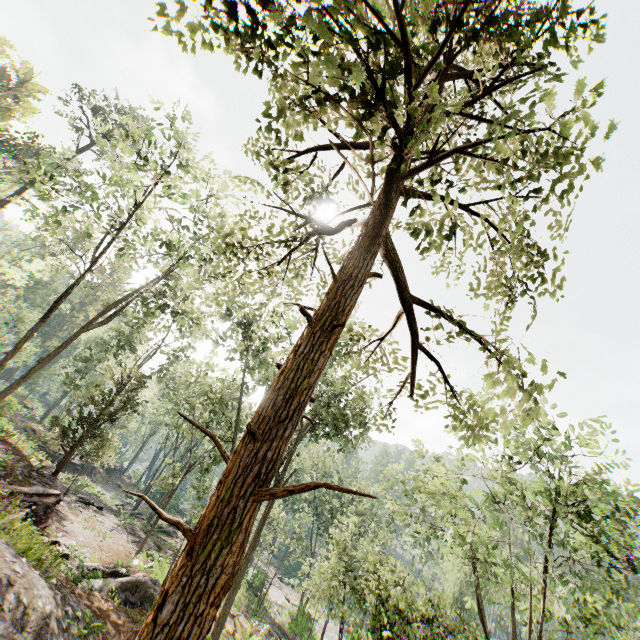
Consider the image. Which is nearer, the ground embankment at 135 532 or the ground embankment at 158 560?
the ground embankment at 158 560

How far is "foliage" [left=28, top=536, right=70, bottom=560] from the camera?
10.1m

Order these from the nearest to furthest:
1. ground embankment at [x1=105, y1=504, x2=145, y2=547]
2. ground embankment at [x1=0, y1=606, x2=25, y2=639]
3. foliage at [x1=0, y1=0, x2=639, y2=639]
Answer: foliage at [x1=0, y1=0, x2=639, y2=639] → ground embankment at [x1=0, y1=606, x2=25, y2=639] → ground embankment at [x1=105, y1=504, x2=145, y2=547]

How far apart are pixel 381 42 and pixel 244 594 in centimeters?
4202cm

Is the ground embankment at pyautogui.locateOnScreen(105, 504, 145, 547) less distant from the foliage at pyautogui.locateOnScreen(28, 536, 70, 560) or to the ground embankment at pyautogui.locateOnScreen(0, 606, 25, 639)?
the foliage at pyautogui.locateOnScreen(28, 536, 70, 560)

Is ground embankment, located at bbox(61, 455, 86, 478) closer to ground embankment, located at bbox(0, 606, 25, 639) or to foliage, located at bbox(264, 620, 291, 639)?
foliage, located at bbox(264, 620, 291, 639)

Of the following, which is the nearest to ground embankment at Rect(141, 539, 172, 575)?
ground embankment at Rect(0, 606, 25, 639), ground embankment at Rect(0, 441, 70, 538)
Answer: Answer: ground embankment at Rect(0, 441, 70, 538)

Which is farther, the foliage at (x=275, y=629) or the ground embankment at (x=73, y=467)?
the ground embankment at (x=73, y=467)
